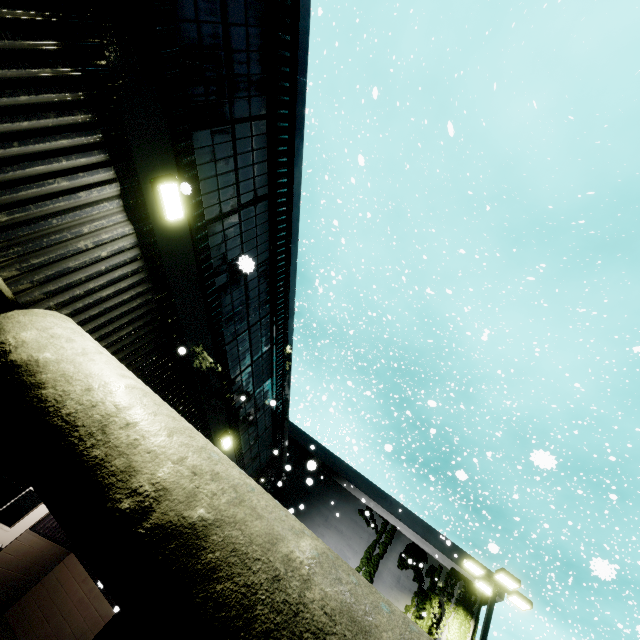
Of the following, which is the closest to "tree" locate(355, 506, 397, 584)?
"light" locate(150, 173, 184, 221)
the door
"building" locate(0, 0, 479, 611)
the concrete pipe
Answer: "building" locate(0, 0, 479, 611)

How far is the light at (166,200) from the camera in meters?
3.6 m

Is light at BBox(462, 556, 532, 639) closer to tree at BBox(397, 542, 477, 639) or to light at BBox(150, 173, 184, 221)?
tree at BBox(397, 542, 477, 639)

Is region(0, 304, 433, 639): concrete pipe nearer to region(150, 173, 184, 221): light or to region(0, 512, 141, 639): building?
region(0, 512, 141, 639): building

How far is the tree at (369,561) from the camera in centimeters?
1443cm

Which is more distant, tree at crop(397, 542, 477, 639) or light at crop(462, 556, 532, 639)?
tree at crop(397, 542, 477, 639)

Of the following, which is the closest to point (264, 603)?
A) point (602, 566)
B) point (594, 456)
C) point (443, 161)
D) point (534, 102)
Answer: point (602, 566)

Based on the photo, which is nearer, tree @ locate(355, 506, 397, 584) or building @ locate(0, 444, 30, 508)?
building @ locate(0, 444, 30, 508)
